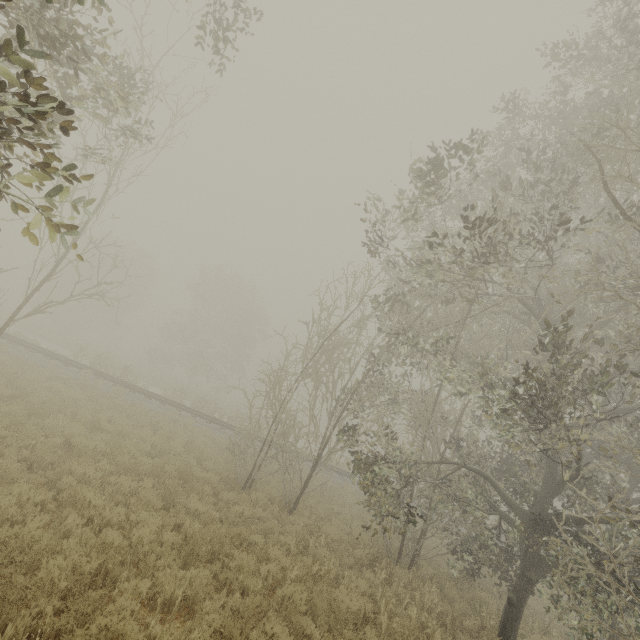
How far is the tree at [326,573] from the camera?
6.9m

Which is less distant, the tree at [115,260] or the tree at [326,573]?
the tree at [115,260]

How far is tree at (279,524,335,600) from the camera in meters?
6.9

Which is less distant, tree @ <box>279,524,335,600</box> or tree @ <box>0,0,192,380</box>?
tree @ <box>0,0,192,380</box>

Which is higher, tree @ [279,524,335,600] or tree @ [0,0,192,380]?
tree @ [0,0,192,380]

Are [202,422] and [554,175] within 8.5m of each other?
no
